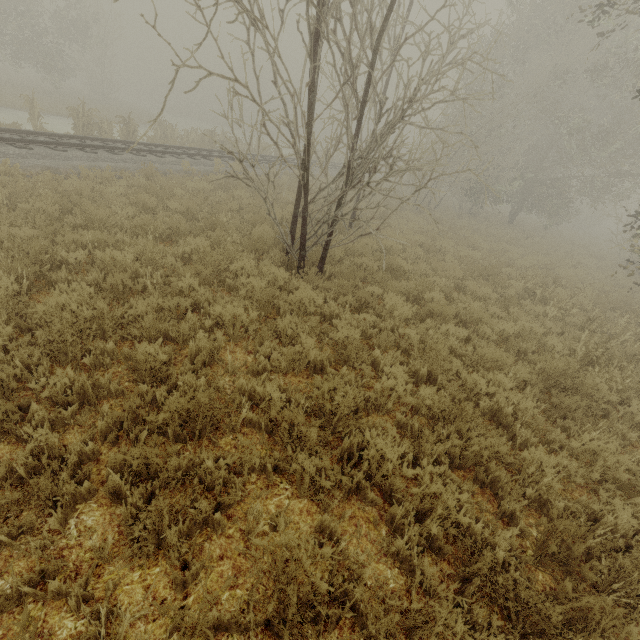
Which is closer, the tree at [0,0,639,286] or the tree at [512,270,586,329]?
the tree at [0,0,639,286]

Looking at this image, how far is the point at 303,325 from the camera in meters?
5.5 m

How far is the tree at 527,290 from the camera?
8.7m

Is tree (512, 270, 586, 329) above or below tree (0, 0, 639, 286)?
below

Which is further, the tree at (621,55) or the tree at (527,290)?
the tree at (527,290)

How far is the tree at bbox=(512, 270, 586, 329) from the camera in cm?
869
